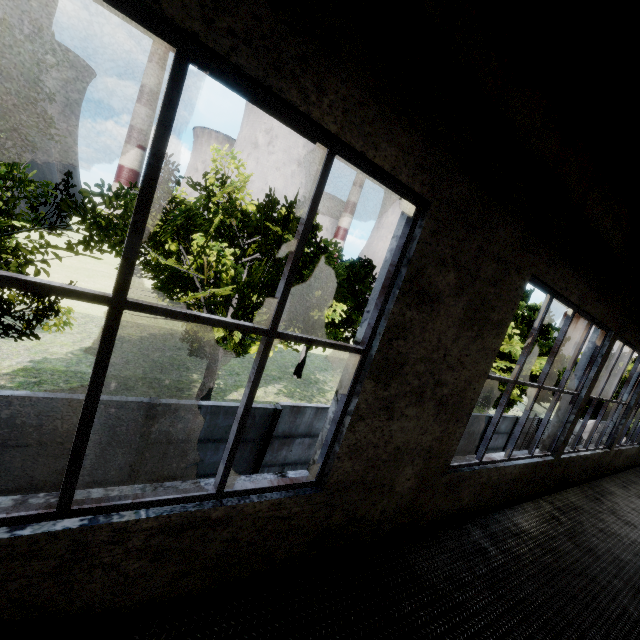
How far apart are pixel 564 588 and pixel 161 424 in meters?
7.1

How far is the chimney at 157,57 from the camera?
59.1m

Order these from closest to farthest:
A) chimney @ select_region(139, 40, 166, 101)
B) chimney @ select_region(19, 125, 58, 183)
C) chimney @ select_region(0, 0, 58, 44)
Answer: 1. chimney @ select_region(0, 0, 58, 44)
2. chimney @ select_region(19, 125, 58, 183)
3. chimney @ select_region(139, 40, 166, 101)

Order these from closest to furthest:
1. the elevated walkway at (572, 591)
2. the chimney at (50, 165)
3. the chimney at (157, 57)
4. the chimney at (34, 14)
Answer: the elevated walkway at (572, 591), the chimney at (34, 14), the chimney at (50, 165), the chimney at (157, 57)

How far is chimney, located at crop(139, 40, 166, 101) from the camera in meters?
59.1 m

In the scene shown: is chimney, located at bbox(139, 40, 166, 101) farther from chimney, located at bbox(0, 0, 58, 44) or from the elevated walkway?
the elevated walkway

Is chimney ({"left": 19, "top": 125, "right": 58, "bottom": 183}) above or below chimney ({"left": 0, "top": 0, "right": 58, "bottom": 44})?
below
